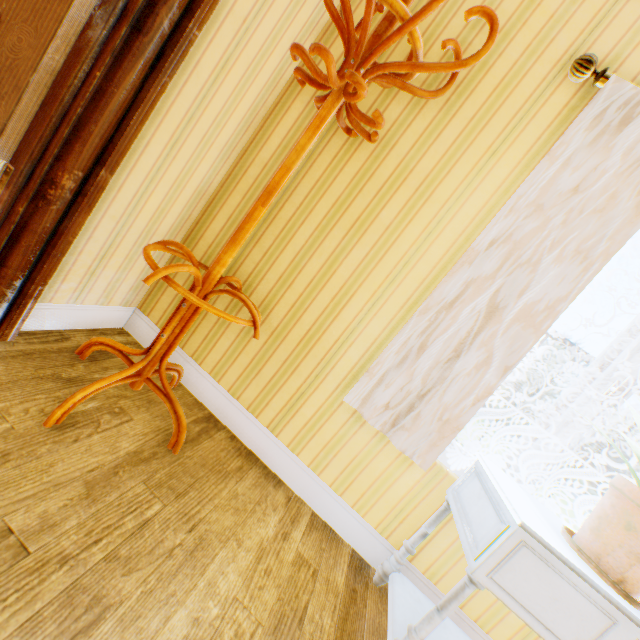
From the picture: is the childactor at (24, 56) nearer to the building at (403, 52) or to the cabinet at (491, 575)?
the building at (403, 52)

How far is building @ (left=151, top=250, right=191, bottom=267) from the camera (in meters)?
1.91

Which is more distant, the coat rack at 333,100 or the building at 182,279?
the building at 182,279

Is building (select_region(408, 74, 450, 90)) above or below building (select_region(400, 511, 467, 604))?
above

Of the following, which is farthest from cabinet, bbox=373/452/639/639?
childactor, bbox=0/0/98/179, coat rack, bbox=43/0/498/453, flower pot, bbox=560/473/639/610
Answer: childactor, bbox=0/0/98/179

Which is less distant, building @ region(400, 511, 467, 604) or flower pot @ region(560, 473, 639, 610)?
flower pot @ region(560, 473, 639, 610)

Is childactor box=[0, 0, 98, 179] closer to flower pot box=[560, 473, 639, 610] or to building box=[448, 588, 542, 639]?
building box=[448, 588, 542, 639]

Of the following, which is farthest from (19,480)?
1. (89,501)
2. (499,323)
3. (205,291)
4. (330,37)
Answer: (330,37)
